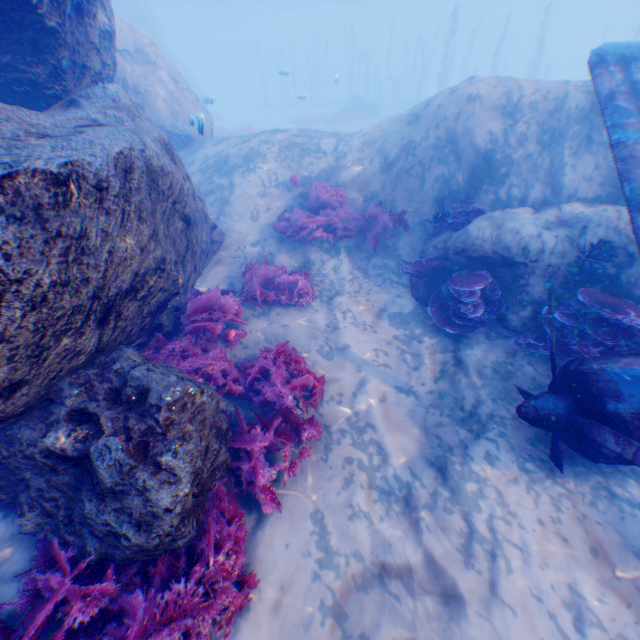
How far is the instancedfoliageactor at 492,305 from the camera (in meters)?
6.22

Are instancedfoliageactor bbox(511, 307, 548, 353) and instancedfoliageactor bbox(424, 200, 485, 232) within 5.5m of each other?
yes

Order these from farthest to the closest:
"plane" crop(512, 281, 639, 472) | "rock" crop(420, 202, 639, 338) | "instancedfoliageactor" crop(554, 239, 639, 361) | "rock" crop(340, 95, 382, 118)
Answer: "rock" crop(340, 95, 382, 118)
"rock" crop(420, 202, 639, 338)
"instancedfoliageactor" crop(554, 239, 639, 361)
"plane" crop(512, 281, 639, 472)

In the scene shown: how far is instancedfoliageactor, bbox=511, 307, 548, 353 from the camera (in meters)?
5.70

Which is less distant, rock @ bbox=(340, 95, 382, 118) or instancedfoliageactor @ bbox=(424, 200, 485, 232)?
instancedfoliageactor @ bbox=(424, 200, 485, 232)

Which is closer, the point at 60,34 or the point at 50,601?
the point at 50,601

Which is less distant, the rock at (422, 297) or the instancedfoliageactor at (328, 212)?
the rock at (422, 297)

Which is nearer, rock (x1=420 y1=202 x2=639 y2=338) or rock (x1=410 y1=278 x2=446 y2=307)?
rock (x1=420 y1=202 x2=639 y2=338)
